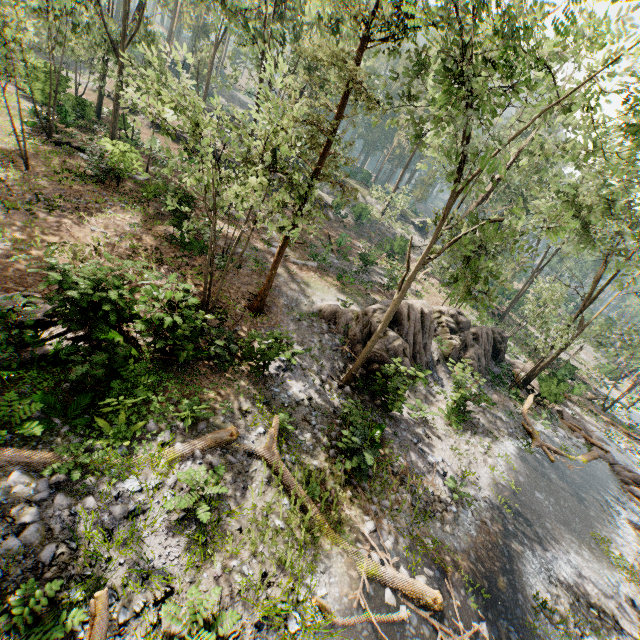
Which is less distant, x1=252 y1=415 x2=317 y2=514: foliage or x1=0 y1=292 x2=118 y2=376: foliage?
x1=0 y1=292 x2=118 y2=376: foliage

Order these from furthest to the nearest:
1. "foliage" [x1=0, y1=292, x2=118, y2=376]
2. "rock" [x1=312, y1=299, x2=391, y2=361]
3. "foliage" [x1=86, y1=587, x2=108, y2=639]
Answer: "rock" [x1=312, y1=299, x2=391, y2=361]
"foliage" [x1=0, y1=292, x2=118, y2=376]
"foliage" [x1=86, y1=587, x2=108, y2=639]

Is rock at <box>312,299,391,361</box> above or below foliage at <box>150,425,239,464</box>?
above

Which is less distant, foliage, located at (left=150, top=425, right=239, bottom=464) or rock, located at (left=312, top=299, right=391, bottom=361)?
foliage, located at (left=150, top=425, right=239, bottom=464)

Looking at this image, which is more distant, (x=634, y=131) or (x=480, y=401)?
(x=480, y=401)

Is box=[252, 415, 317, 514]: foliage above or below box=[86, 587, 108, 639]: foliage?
below

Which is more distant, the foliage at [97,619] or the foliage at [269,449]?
the foliage at [269,449]
